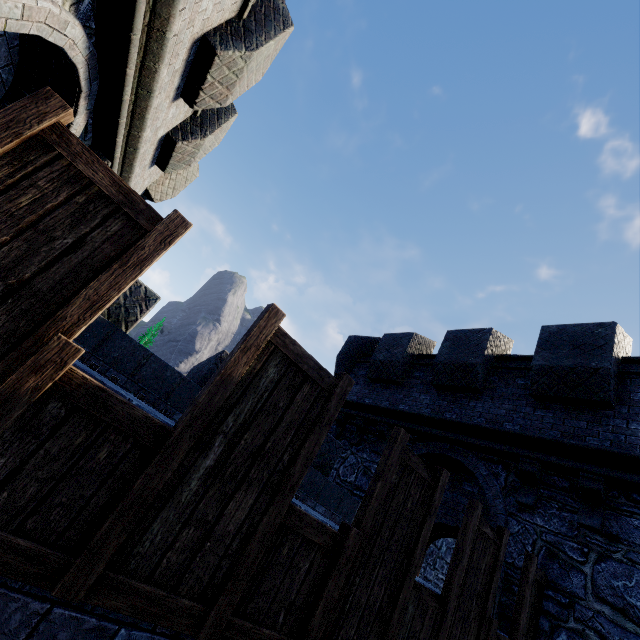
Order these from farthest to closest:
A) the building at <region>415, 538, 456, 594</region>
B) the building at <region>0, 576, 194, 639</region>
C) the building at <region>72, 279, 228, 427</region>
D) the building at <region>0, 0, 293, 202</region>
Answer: the building at <region>415, 538, 456, 594</region>, the building at <region>72, 279, 228, 427</region>, the building at <region>0, 0, 293, 202</region>, the building at <region>0, 576, 194, 639</region>

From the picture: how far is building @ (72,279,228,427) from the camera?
5.1 meters

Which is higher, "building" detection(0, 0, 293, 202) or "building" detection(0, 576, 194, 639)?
"building" detection(0, 0, 293, 202)

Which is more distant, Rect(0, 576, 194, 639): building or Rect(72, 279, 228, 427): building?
Rect(72, 279, 228, 427): building

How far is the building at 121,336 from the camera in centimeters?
507cm

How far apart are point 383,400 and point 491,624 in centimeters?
613cm
